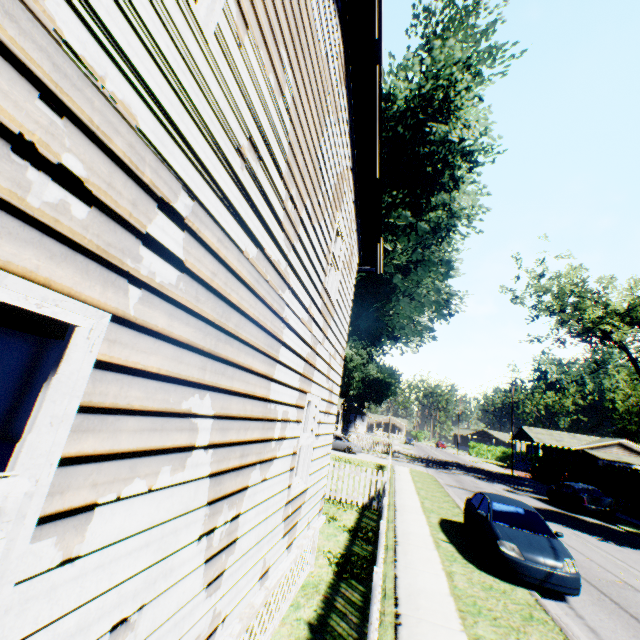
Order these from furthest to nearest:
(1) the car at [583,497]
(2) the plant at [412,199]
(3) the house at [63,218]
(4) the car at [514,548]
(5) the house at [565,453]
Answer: (5) the house at [565,453], (1) the car at [583,497], (2) the plant at [412,199], (4) the car at [514,548], (3) the house at [63,218]

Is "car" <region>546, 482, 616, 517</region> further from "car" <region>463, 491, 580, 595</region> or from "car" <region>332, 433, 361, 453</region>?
"car" <region>332, 433, 361, 453</region>

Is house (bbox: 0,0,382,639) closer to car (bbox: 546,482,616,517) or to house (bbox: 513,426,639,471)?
car (bbox: 546,482,616,517)

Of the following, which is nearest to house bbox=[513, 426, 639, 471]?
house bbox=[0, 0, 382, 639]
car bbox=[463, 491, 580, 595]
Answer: car bbox=[463, 491, 580, 595]

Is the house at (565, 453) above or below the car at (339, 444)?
above

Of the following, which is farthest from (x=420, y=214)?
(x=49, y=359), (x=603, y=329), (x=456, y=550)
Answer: (x=603, y=329)

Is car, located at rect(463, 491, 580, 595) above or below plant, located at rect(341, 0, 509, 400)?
below

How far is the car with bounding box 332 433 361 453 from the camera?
32.1m
